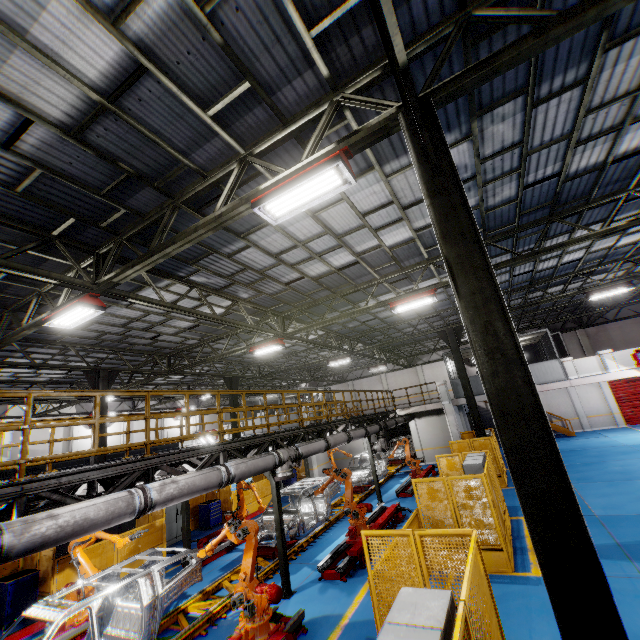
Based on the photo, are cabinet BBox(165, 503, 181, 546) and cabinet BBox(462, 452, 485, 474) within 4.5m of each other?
no

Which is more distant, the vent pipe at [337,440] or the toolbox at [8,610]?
the vent pipe at [337,440]

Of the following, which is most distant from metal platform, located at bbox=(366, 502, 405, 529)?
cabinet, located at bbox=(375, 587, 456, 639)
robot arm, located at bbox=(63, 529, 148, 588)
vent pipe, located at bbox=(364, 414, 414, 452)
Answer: cabinet, located at bbox=(375, 587, 456, 639)

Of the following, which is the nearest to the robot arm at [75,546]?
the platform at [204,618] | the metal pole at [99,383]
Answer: the platform at [204,618]

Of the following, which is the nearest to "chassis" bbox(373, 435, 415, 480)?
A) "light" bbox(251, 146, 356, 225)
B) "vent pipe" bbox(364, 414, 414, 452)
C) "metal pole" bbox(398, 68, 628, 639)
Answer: "vent pipe" bbox(364, 414, 414, 452)

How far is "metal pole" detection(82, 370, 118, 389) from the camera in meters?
13.8

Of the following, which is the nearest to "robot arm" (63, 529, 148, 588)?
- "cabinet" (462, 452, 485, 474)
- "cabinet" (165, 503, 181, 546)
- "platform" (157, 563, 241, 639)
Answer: "platform" (157, 563, 241, 639)

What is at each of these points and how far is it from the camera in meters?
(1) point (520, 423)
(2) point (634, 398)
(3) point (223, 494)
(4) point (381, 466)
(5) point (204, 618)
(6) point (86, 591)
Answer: (1) metal pole, 3.0
(2) door, 25.0
(3) metal panel, 17.5
(4) chassis, 20.7
(5) platform, 7.8
(6) robot arm, 8.5
